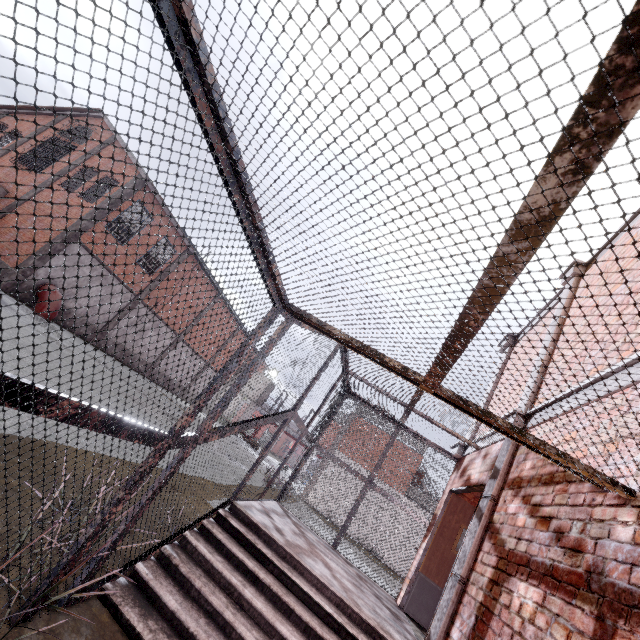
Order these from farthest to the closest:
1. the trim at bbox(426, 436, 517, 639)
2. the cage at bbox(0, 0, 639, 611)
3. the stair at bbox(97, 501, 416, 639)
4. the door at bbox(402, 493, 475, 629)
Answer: the door at bbox(402, 493, 475, 629) < the trim at bbox(426, 436, 517, 639) < the stair at bbox(97, 501, 416, 639) < the cage at bbox(0, 0, 639, 611)

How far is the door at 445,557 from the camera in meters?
5.6

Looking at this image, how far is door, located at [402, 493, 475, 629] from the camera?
5.6 meters

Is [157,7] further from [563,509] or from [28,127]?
[28,127]

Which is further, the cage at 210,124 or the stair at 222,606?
the stair at 222,606

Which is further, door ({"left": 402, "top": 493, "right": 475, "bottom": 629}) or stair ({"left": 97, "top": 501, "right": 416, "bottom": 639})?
door ({"left": 402, "top": 493, "right": 475, "bottom": 629})

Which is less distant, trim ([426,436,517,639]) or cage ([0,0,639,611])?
cage ([0,0,639,611])

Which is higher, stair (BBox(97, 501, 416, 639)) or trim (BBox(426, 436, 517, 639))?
trim (BBox(426, 436, 517, 639))
